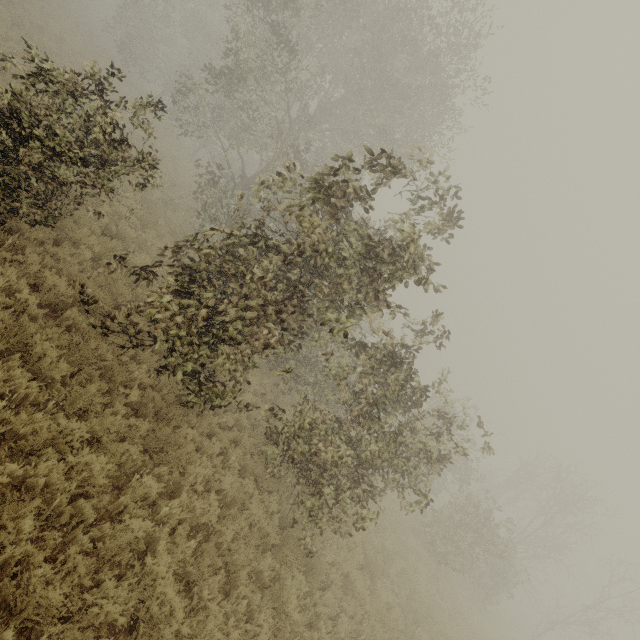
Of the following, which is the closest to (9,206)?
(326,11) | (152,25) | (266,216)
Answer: (266,216)
